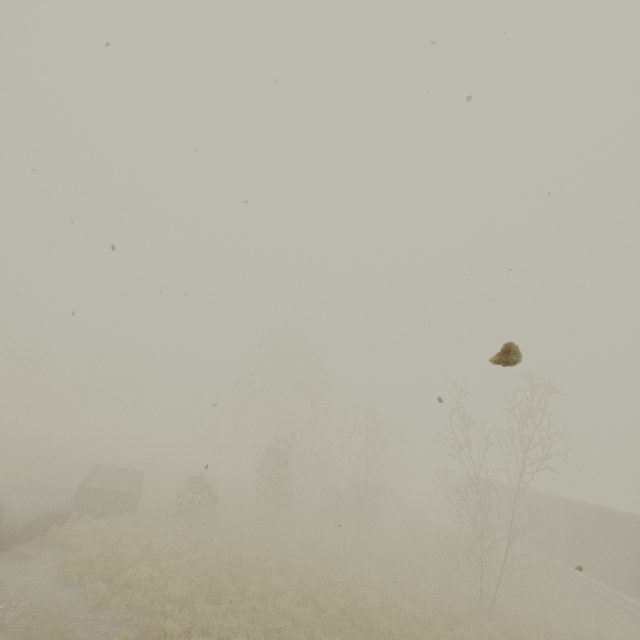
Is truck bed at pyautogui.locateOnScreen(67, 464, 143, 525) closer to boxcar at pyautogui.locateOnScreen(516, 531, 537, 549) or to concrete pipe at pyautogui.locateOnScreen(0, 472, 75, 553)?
concrete pipe at pyautogui.locateOnScreen(0, 472, 75, 553)

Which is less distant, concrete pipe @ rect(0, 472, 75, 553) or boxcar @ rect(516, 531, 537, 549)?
concrete pipe @ rect(0, 472, 75, 553)

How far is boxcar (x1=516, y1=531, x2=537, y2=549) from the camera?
23.9 meters

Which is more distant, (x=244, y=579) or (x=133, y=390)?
(x=133, y=390)

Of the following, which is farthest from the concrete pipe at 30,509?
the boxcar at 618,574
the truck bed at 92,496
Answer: the boxcar at 618,574

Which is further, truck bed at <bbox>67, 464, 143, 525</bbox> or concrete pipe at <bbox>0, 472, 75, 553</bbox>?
truck bed at <bbox>67, 464, 143, 525</bbox>

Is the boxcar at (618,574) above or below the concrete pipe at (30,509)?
above
